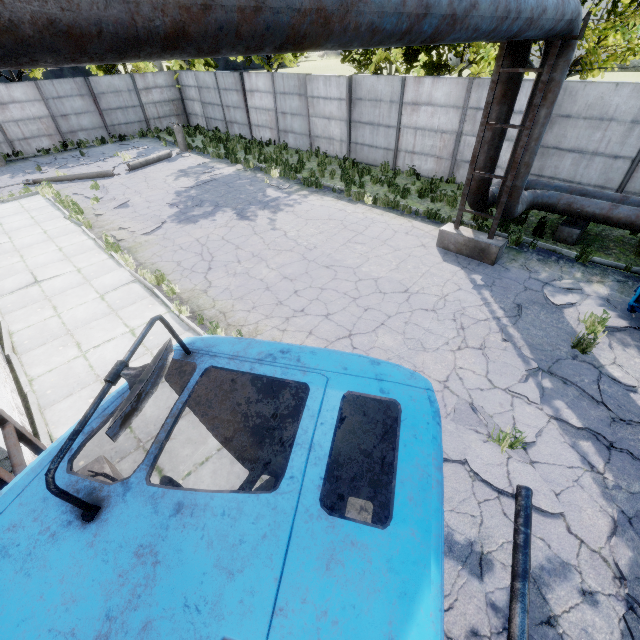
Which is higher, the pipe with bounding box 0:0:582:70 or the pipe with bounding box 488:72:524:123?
the pipe with bounding box 0:0:582:70

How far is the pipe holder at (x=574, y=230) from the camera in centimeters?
938cm

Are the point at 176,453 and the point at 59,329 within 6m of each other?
yes

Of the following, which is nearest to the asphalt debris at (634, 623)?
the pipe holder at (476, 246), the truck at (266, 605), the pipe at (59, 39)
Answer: the truck at (266, 605)

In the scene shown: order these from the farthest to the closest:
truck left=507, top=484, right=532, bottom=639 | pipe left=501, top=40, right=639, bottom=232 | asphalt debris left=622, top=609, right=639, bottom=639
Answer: pipe left=501, top=40, right=639, bottom=232 < asphalt debris left=622, top=609, right=639, bottom=639 < truck left=507, top=484, right=532, bottom=639

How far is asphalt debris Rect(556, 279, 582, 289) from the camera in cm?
791

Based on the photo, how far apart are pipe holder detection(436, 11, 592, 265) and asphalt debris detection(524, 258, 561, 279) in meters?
0.6 m

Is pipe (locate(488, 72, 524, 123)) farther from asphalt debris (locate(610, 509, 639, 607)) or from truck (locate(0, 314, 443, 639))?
asphalt debris (locate(610, 509, 639, 607))
